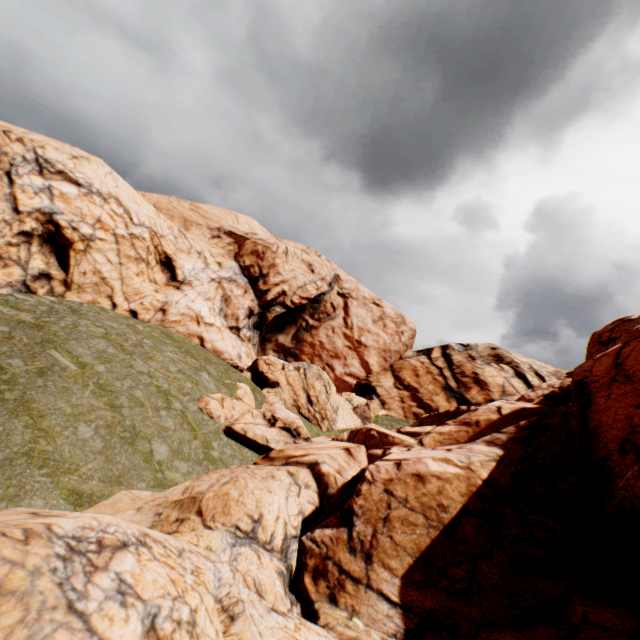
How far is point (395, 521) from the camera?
11.1 meters
